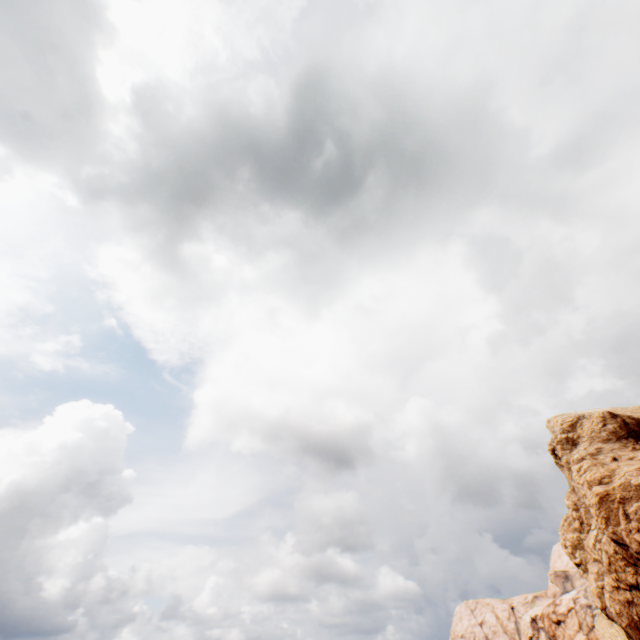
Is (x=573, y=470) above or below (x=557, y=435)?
below
